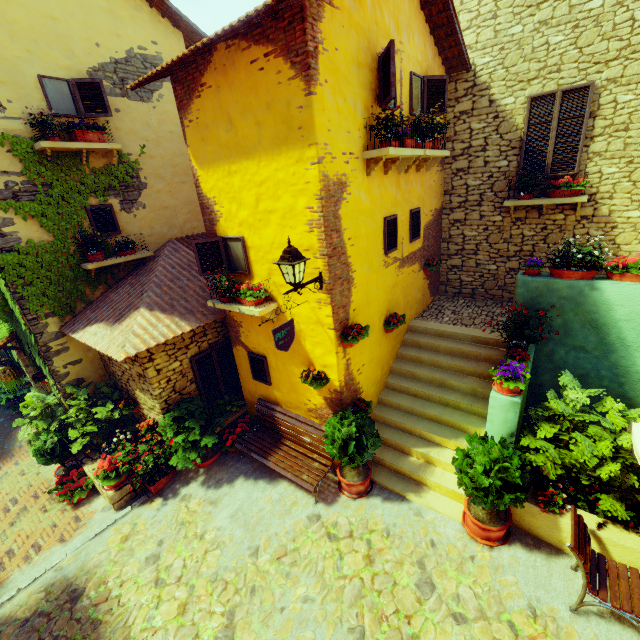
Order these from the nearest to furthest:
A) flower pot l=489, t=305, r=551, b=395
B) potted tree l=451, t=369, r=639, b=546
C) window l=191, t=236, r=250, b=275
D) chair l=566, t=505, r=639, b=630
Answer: chair l=566, t=505, r=639, b=630, potted tree l=451, t=369, r=639, b=546, flower pot l=489, t=305, r=551, b=395, window l=191, t=236, r=250, b=275

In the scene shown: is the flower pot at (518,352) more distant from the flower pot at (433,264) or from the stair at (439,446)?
the flower pot at (433,264)

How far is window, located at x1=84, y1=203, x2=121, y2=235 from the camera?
7.42m

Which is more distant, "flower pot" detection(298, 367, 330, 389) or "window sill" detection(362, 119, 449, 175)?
"flower pot" detection(298, 367, 330, 389)

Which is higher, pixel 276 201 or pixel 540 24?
pixel 540 24

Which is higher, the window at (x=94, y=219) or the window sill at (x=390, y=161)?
the window sill at (x=390, y=161)

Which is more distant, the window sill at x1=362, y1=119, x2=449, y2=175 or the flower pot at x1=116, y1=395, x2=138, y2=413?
the flower pot at x1=116, y1=395, x2=138, y2=413

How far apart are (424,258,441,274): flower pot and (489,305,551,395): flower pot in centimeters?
331cm
